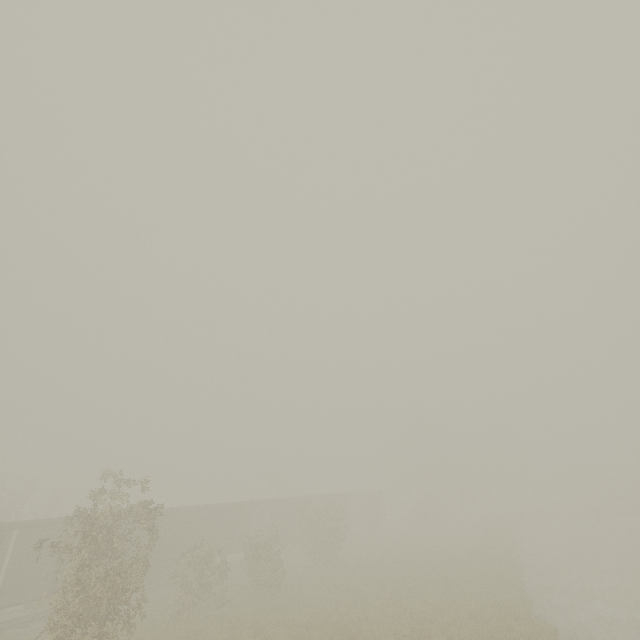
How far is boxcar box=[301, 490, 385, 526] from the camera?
39.0m

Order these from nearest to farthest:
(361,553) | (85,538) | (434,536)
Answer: (85,538) < (361,553) < (434,536)

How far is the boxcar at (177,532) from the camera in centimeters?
2333cm

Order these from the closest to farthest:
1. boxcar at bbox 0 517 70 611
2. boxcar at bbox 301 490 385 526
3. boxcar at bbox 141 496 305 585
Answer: boxcar at bbox 0 517 70 611, boxcar at bbox 141 496 305 585, boxcar at bbox 301 490 385 526

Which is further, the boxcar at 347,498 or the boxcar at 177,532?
the boxcar at 347,498

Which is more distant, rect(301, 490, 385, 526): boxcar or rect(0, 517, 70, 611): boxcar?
rect(301, 490, 385, 526): boxcar
